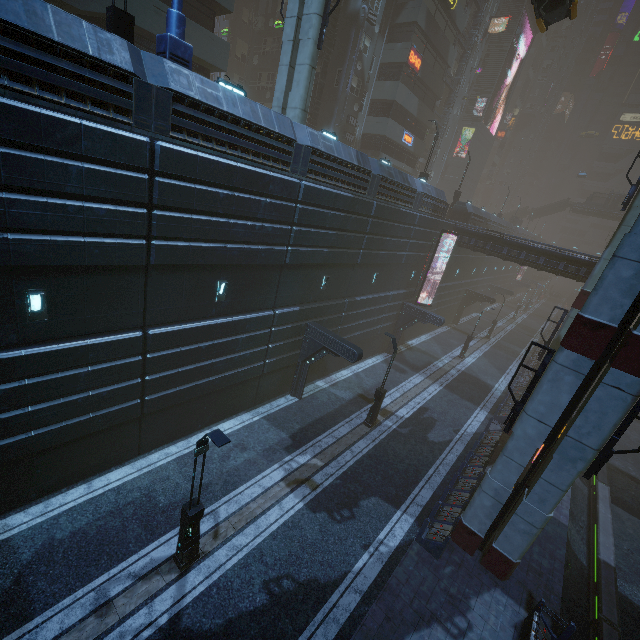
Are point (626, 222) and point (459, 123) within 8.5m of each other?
no

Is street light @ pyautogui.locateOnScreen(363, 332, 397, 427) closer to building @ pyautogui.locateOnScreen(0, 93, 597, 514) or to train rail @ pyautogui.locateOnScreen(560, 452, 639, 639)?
building @ pyautogui.locateOnScreen(0, 93, 597, 514)

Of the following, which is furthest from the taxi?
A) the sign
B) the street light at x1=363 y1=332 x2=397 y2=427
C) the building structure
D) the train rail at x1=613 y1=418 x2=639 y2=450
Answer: the train rail at x1=613 y1=418 x2=639 y2=450

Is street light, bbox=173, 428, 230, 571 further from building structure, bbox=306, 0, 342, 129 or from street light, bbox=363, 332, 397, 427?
building structure, bbox=306, 0, 342, 129

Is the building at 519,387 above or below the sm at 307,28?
below

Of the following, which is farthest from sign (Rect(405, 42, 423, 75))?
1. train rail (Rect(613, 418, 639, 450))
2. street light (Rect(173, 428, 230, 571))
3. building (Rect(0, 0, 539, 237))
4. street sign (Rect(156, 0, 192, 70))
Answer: street light (Rect(173, 428, 230, 571))

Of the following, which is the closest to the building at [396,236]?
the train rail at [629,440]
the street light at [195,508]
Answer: the train rail at [629,440]

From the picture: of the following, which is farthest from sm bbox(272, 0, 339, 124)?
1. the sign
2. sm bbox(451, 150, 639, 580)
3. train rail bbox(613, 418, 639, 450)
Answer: train rail bbox(613, 418, 639, 450)
